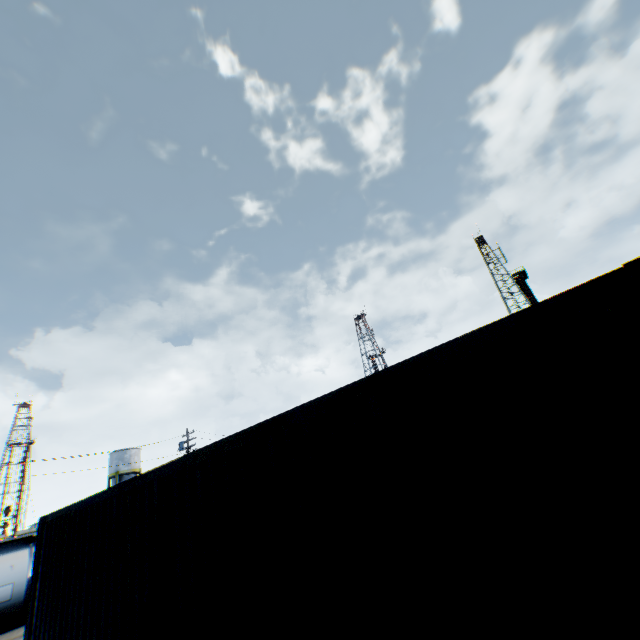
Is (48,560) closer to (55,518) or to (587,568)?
(55,518)

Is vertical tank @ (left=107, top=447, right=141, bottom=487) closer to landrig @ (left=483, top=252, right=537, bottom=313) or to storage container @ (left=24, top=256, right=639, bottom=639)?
storage container @ (left=24, top=256, right=639, bottom=639)

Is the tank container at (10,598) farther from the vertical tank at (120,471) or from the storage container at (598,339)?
the vertical tank at (120,471)

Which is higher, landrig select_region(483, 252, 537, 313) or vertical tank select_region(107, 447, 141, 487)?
landrig select_region(483, 252, 537, 313)

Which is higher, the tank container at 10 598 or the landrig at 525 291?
the landrig at 525 291

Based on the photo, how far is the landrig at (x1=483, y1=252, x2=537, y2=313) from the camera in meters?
53.9

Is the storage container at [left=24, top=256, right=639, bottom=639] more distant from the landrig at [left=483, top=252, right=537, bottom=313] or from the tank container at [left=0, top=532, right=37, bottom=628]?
the landrig at [left=483, top=252, right=537, bottom=313]

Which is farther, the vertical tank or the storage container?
the vertical tank
